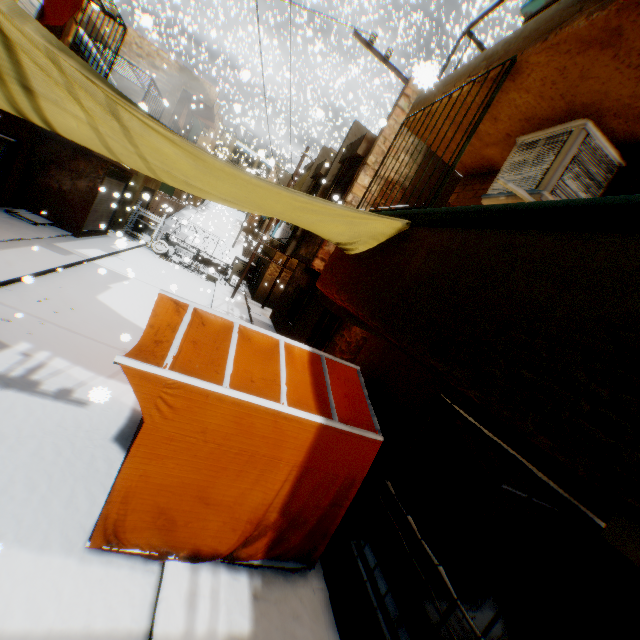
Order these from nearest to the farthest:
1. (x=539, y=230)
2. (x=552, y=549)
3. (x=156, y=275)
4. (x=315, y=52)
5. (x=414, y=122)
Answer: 1. (x=539, y=230)
2. (x=552, y=549)
3. (x=414, y=122)
4. (x=315, y=52)
5. (x=156, y=275)

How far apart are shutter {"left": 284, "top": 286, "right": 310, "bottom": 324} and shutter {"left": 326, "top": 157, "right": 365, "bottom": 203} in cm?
361

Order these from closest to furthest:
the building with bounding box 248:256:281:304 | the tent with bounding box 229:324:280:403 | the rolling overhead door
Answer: the tent with bounding box 229:324:280:403
the rolling overhead door
the building with bounding box 248:256:281:304

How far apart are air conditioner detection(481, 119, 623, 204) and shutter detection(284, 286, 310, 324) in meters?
9.2 m

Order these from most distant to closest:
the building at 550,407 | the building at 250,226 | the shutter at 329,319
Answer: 1. the building at 250,226
2. the shutter at 329,319
3. the building at 550,407

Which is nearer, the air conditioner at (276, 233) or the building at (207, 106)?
the air conditioner at (276, 233)

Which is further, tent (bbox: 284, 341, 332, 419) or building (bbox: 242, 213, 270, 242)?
building (bbox: 242, 213, 270, 242)

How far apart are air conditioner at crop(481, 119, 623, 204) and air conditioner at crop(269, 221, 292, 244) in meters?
9.8 m
